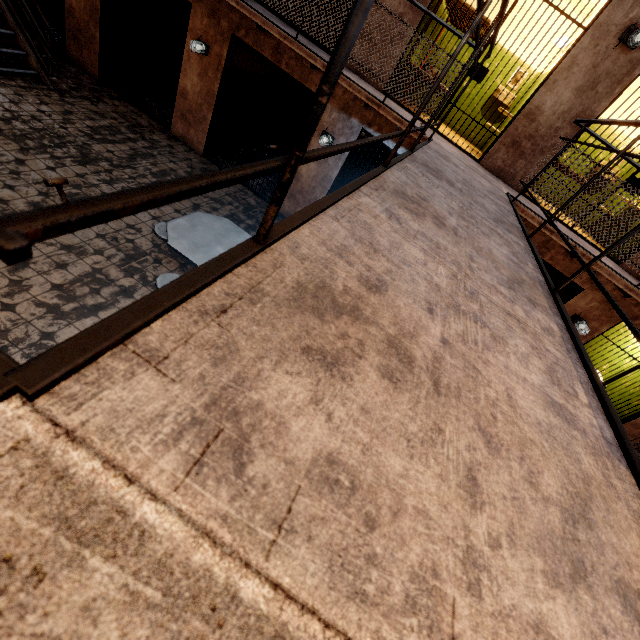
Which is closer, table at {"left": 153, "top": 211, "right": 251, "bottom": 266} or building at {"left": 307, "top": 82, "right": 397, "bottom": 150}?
table at {"left": 153, "top": 211, "right": 251, "bottom": 266}

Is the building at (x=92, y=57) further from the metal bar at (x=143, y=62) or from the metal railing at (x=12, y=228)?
the metal railing at (x=12, y=228)

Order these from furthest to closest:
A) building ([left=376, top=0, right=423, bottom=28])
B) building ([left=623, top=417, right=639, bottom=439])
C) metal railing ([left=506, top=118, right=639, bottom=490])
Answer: building ([left=623, top=417, right=639, bottom=439]) < building ([left=376, top=0, right=423, bottom=28]) < metal railing ([left=506, top=118, right=639, bottom=490])

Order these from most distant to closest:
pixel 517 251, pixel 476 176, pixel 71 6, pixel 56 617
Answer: pixel 71 6
pixel 476 176
pixel 517 251
pixel 56 617

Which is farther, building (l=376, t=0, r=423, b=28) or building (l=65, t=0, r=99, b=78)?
building (l=65, t=0, r=99, b=78)

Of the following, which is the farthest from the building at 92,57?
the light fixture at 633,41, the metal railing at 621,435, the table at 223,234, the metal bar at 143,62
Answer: the table at 223,234

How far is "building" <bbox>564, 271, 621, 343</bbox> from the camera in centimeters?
587cm

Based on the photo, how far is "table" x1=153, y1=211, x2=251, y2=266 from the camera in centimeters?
394cm
